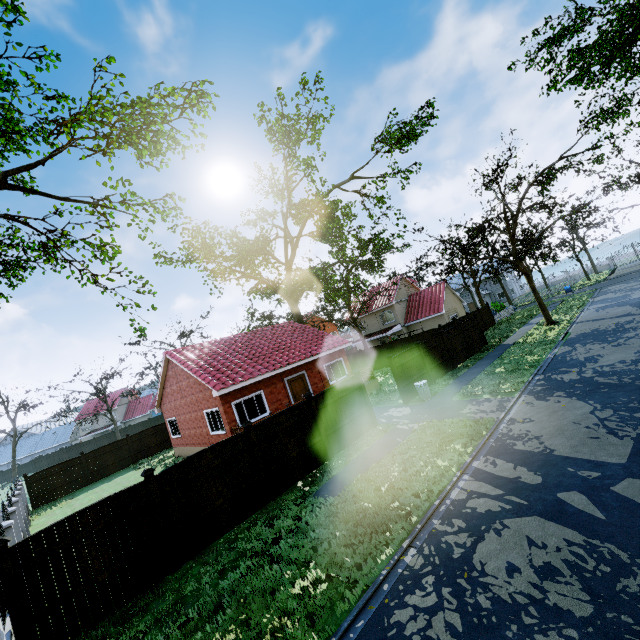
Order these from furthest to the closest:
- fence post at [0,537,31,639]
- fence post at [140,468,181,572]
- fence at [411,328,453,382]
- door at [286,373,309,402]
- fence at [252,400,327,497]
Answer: door at [286,373,309,402] → fence at [411,328,453,382] → fence at [252,400,327,497] → fence post at [140,468,181,572] → fence post at [0,537,31,639]

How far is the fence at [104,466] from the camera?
23.4 meters

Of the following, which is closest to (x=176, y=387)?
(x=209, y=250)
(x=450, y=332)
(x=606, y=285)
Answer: (x=209, y=250)

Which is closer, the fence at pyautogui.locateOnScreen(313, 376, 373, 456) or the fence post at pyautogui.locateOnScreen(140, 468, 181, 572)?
the fence post at pyautogui.locateOnScreen(140, 468, 181, 572)

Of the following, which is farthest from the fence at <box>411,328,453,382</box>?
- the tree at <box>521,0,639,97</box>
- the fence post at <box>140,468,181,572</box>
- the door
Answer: the door

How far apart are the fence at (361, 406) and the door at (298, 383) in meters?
6.3 m

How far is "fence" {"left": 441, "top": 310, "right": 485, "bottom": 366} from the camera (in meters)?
20.89

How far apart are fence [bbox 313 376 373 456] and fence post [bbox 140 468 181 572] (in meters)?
5.62
